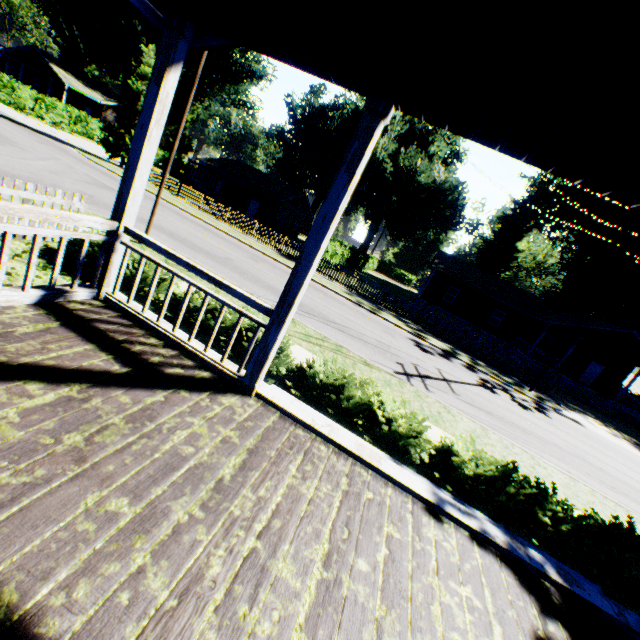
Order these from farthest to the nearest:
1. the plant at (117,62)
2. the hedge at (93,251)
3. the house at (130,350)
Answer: the plant at (117,62), the hedge at (93,251), the house at (130,350)

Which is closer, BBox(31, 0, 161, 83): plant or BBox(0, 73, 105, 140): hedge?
BBox(0, 73, 105, 140): hedge

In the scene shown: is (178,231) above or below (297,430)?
below

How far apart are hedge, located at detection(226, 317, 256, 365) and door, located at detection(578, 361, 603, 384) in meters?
36.5 m

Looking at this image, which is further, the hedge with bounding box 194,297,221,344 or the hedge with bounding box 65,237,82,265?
the hedge with bounding box 65,237,82,265

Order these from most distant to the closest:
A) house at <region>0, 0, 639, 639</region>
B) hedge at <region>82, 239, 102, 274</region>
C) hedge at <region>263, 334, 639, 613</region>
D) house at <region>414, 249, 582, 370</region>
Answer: house at <region>414, 249, 582, 370</region> < hedge at <region>82, 239, 102, 274</region> < hedge at <region>263, 334, 639, 613</region> < house at <region>0, 0, 639, 639</region>

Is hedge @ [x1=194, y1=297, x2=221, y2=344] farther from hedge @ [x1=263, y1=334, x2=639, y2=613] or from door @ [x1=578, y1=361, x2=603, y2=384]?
door @ [x1=578, y1=361, x2=603, y2=384]

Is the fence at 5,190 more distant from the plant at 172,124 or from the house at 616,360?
the plant at 172,124
